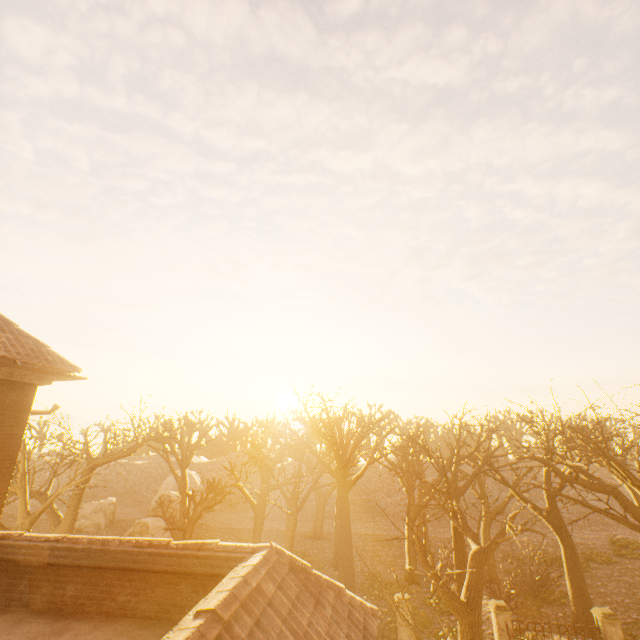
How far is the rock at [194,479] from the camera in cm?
3991

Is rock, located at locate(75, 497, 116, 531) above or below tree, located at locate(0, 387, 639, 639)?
below

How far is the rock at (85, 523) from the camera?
32.56m

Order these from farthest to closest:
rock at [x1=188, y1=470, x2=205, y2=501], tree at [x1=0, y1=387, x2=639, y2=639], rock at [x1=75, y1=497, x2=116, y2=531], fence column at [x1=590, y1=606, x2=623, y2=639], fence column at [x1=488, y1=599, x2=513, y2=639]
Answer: rock at [x1=188, y1=470, x2=205, y2=501] < rock at [x1=75, y1=497, x2=116, y2=531] < fence column at [x1=488, y1=599, x2=513, y2=639] < fence column at [x1=590, y1=606, x2=623, y2=639] < tree at [x1=0, y1=387, x2=639, y2=639]

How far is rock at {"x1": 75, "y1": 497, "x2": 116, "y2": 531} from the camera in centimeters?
3256cm

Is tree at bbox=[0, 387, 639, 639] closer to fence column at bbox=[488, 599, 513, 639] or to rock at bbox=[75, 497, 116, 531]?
fence column at bbox=[488, 599, 513, 639]

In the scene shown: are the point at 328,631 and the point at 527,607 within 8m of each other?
no

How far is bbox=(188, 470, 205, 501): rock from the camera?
39.91m
